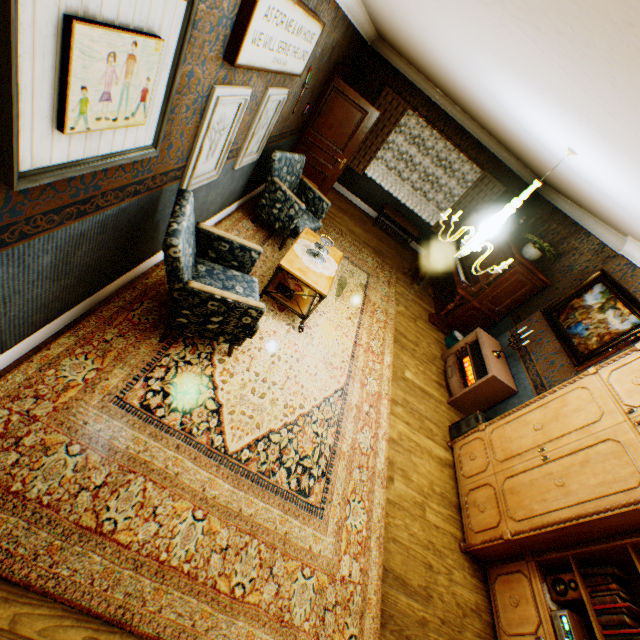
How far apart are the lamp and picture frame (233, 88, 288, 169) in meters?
5.9

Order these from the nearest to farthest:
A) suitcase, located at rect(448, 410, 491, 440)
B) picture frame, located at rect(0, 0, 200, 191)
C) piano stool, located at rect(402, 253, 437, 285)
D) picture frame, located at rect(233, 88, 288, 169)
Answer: picture frame, located at rect(0, 0, 200, 191) < picture frame, located at rect(233, 88, 288, 169) < suitcase, located at rect(448, 410, 491, 440) < piano stool, located at rect(402, 253, 437, 285)

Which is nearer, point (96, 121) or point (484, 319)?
point (96, 121)

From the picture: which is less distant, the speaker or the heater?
the speaker

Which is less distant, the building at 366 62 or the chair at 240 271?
the building at 366 62

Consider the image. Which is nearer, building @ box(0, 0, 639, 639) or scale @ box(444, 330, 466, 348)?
building @ box(0, 0, 639, 639)

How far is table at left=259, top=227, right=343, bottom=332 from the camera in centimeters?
385cm

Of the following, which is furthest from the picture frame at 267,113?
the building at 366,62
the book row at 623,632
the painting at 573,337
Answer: the book row at 623,632
